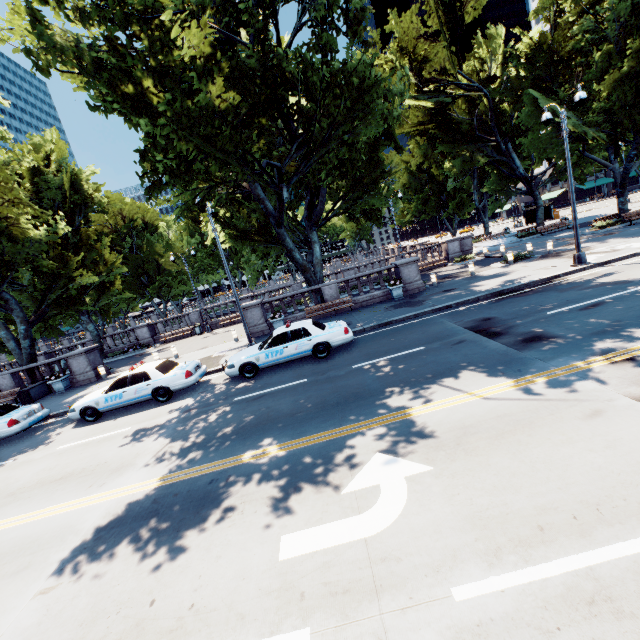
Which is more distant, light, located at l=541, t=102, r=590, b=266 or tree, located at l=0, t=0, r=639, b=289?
light, located at l=541, t=102, r=590, b=266

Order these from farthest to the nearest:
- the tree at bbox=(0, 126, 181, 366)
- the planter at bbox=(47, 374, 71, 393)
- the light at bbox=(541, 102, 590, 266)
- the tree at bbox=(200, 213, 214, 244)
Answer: the tree at bbox=(200, 213, 214, 244)
the tree at bbox=(0, 126, 181, 366)
the planter at bbox=(47, 374, 71, 393)
the light at bbox=(541, 102, 590, 266)

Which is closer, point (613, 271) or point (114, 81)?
point (114, 81)

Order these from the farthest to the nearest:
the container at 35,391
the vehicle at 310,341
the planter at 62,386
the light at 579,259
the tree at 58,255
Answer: the tree at 58,255 → the planter at 62,386 → the container at 35,391 → the light at 579,259 → the vehicle at 310,341

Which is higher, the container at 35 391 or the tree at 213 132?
the tree at 213 132

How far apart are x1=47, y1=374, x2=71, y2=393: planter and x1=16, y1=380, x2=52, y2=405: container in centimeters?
68cm

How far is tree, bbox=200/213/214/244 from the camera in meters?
24.4 m

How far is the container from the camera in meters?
18.5 m
